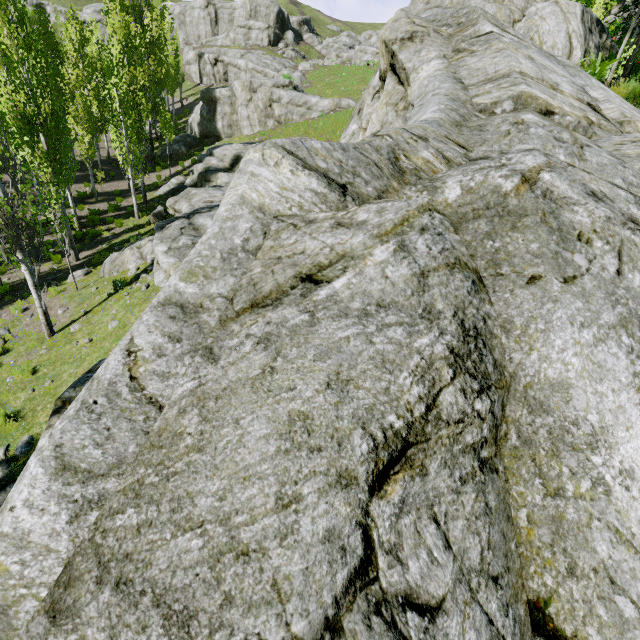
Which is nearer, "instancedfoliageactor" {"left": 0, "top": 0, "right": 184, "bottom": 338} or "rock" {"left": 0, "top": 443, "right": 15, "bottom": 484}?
"rock" {"left": 0, "top": 443, "right": 15, "bottom": 484}

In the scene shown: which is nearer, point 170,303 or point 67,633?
point 67,633

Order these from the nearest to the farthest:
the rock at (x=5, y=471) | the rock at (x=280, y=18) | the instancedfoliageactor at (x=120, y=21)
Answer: the rock at (x=280, y=18) → the rock at (x=5, y=471) → the instancedfoliageactor at (x=120, y=21)

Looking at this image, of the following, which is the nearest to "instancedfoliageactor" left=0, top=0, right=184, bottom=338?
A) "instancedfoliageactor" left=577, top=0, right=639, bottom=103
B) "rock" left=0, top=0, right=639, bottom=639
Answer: "rock" left=0, top=0, right=639, bottom=639

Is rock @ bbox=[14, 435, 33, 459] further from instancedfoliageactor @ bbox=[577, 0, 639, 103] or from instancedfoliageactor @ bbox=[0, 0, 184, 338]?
instancedfoliageactor @ bbox=[577, 0, 639, 103]

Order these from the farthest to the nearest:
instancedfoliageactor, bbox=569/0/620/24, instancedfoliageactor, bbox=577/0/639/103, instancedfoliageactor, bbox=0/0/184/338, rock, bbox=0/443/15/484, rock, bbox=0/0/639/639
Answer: instancedfoliageactor, bbox=569/0/620/24 < instancedfoliageactor, bbox=0/0/184/338 < instancedfoliageactor, bbox=577/0/639/103 < rock, bbox=0/443/15/484 < rock, bbox=0/0/639/639

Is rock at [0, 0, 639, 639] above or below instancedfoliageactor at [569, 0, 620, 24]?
below

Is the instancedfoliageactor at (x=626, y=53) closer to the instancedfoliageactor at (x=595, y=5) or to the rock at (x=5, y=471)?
the rock at (x=5, y=471)
